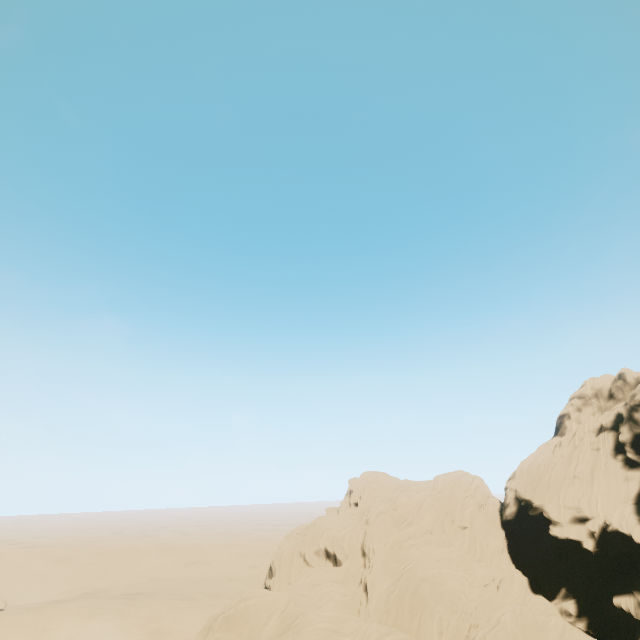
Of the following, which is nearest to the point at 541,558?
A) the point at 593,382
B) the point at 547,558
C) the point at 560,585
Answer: the point at 547,558
